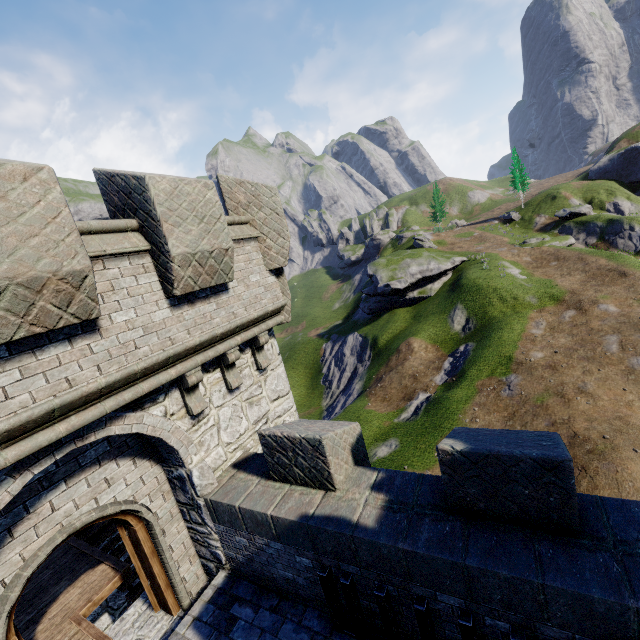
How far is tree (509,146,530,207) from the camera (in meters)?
56.16

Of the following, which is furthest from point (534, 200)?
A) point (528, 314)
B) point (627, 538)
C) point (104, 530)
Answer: point (104, 530)

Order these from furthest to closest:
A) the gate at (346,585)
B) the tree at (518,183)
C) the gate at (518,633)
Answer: the tree at (518,183), the gate at (346,585), the gate at (518,633)

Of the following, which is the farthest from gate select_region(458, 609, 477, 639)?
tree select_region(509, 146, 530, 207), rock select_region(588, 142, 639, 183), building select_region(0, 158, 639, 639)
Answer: rock select_region(588, 142, 639, 183)

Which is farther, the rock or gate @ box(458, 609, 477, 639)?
the rock

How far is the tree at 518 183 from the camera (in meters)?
56.16

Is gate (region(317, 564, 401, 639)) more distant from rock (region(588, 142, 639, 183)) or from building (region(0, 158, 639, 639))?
rock (region(588, 142, 639, 183))
